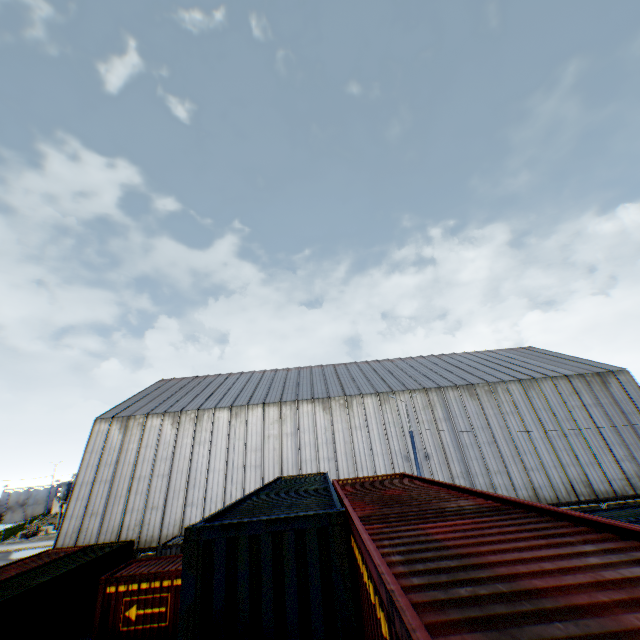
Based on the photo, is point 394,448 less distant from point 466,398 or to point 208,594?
point 466,398

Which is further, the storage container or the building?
the building

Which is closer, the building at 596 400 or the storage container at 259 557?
the storage container at 259 557
